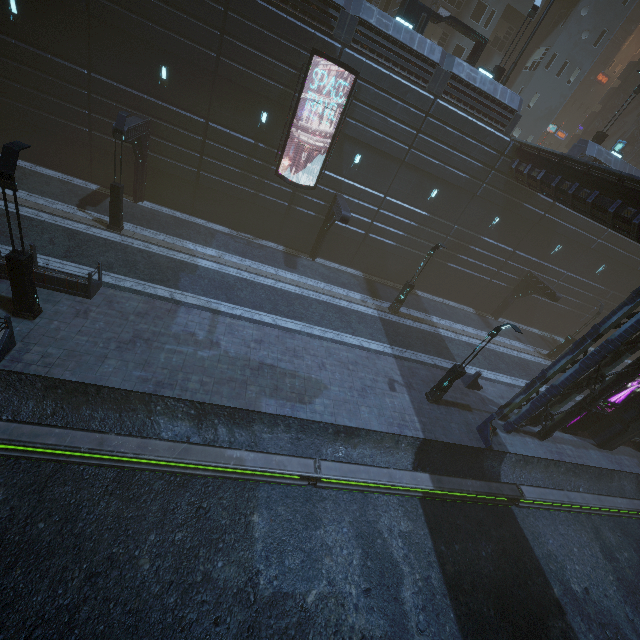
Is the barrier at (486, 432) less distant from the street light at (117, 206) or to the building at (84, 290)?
the building at (84, 290)

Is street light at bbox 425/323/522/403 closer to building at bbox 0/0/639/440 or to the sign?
building at bbox 0/0/639/440

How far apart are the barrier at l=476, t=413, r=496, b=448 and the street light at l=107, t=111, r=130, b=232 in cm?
2115

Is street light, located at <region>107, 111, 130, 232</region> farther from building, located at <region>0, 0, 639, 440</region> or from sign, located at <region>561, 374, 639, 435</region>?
sign, located at <region>561, 374, 639, 435</region>

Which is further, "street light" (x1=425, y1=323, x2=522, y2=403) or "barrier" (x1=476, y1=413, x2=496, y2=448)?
"barrier" (x1=476, y1=413, x2=496, y2=448)

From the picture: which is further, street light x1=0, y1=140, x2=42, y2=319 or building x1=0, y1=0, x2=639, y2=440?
building x1=0, y1=0, x2=639, y2=440

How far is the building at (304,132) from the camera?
17.7 meters

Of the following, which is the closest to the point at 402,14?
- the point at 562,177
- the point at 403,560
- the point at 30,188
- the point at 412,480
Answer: the point at 562,177
